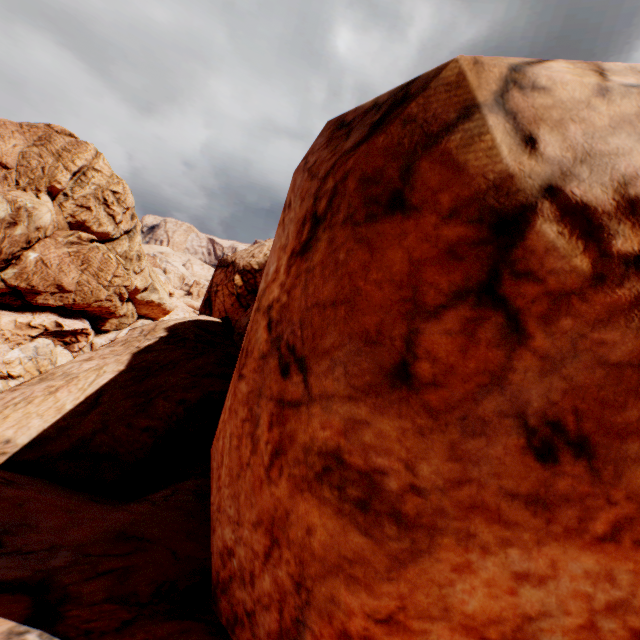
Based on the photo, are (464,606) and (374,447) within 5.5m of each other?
yes
